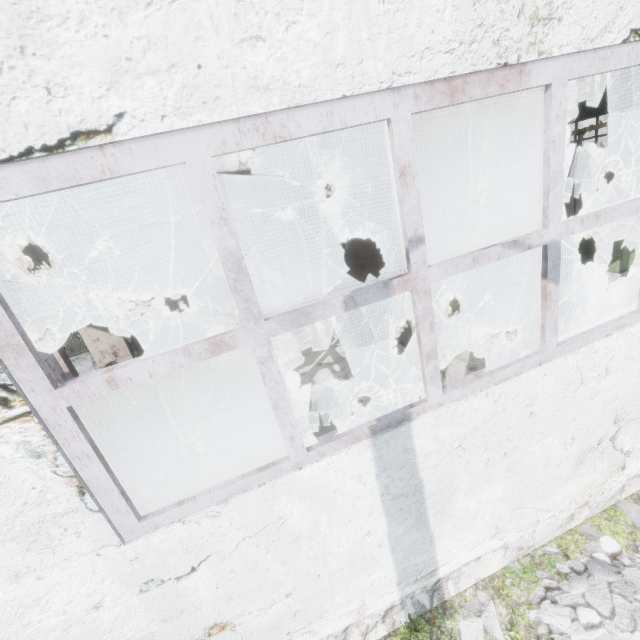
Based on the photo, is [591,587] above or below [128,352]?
below

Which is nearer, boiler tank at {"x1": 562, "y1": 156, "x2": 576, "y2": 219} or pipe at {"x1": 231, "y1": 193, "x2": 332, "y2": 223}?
pipe at {"x1": 231, "y1": 193, "x2": 332, "y2": 223}

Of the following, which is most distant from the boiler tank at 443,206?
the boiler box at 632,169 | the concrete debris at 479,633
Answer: the concrete debris at 479,633

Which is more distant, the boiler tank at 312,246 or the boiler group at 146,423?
the boiler tank at 312,246

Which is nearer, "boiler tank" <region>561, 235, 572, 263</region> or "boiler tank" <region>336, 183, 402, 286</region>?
"boiler tank" <region>336, 183, 402, 286</region>

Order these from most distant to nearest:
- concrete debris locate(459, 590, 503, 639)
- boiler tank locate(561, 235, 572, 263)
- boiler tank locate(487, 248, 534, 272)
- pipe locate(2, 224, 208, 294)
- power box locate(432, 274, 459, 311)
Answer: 1. boiler tank locate(487, 248, 534, 272)
2. boiler tank locate(561, 235, 572, 263)
3. power box locate(432, 274, 459, 311)
4. concrete debris locate(459, 590, 503, 639)
5. pipe locate(2, 224, 208, 294)

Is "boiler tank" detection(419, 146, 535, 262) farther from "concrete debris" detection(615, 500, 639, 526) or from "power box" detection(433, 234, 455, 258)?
"concrete debris" detection(615, 500, 639, 526)

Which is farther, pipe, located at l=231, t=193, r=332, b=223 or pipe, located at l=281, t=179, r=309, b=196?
pipe, located at l=281, t=179, r=309, b=196
